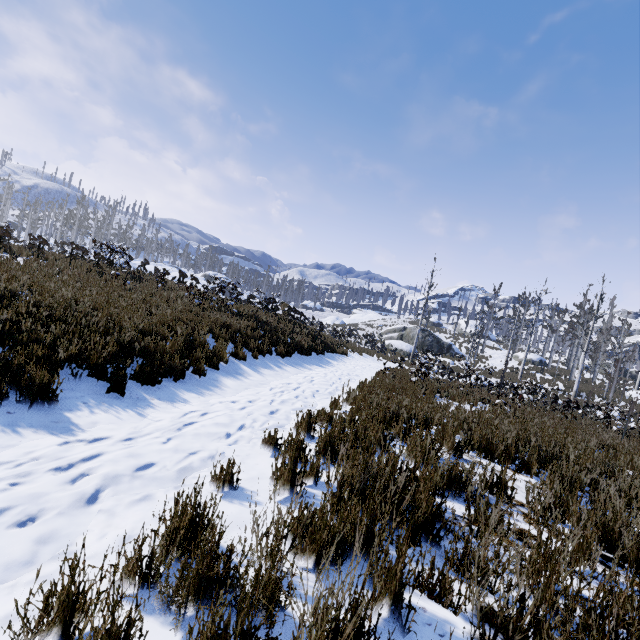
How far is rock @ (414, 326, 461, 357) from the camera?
38.4 meters

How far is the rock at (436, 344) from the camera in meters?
38.4

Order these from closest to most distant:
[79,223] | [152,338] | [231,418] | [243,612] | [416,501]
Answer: [243,612]
[416,501]
[231,418]
[152,338]
[79,223]
